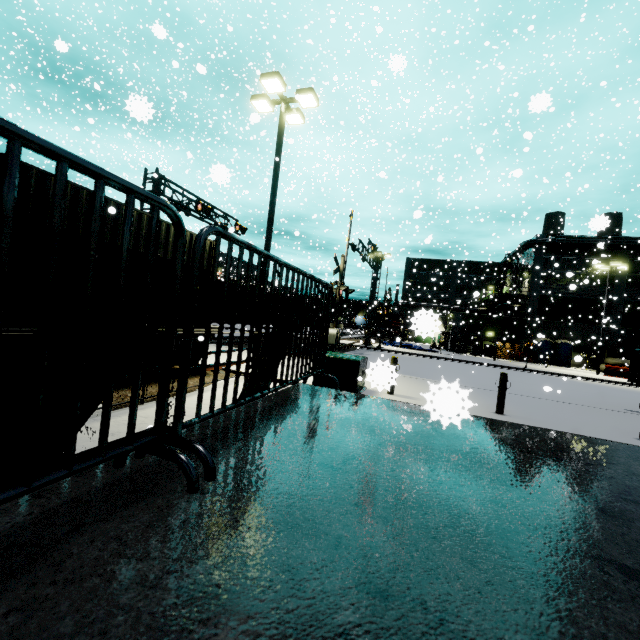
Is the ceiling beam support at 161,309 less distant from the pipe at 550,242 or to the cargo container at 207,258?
the cargo container at 207,258

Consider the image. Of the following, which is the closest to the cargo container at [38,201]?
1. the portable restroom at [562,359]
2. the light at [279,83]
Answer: the light at [279,83]

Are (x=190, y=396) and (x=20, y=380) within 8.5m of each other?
yes

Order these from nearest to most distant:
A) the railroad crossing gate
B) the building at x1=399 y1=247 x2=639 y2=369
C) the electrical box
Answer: the electrical box → the railroad crossing gate → the building at x1=399 y1=247 x2=639 y2=369

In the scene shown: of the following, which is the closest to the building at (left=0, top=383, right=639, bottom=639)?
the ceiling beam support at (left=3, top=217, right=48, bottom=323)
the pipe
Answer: the pipe

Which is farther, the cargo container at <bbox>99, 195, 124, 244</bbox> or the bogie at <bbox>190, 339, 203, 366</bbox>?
the bogie at <bbox>190, 339, 203, 366</bbox>

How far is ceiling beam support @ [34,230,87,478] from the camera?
1.26m

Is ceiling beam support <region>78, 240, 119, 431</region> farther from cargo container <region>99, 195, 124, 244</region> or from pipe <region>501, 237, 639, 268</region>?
pipe <region>501, 237, 639, 268</region>
